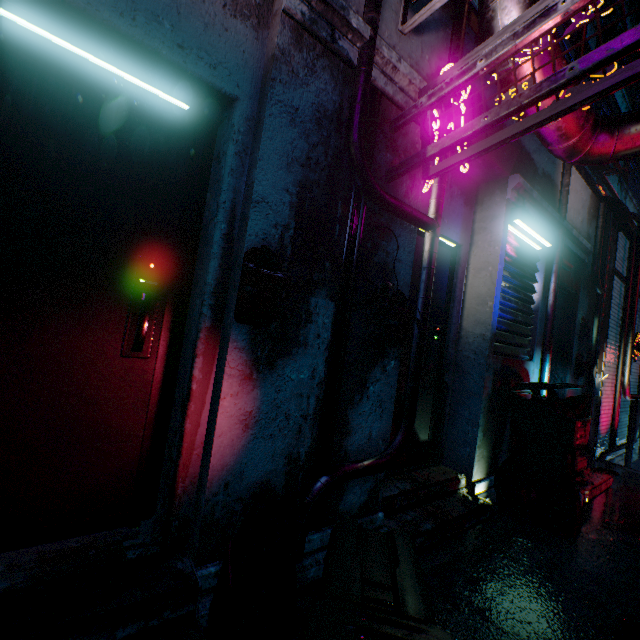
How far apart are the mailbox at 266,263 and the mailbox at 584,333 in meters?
4.7

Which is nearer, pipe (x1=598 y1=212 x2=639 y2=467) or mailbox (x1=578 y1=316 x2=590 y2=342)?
mailbox (x1=578 y1=316 x2=590 y2=342)

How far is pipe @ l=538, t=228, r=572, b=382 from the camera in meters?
3.6

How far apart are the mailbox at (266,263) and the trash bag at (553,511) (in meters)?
2.82

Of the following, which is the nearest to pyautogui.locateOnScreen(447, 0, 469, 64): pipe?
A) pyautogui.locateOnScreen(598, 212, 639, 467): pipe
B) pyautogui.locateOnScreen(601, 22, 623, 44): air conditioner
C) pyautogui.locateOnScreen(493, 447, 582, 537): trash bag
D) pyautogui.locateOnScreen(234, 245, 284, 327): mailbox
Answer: pyautogui.locateOnScreen(234, 245, 284, 327): mailbox

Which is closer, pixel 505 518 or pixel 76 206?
pixel 76 206

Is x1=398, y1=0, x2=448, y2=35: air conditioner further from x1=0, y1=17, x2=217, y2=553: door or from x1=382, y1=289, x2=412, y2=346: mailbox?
x1=382, y1=289, x2=412, y2=346: mailbox

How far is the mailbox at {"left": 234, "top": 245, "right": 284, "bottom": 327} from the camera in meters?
1.4 m
